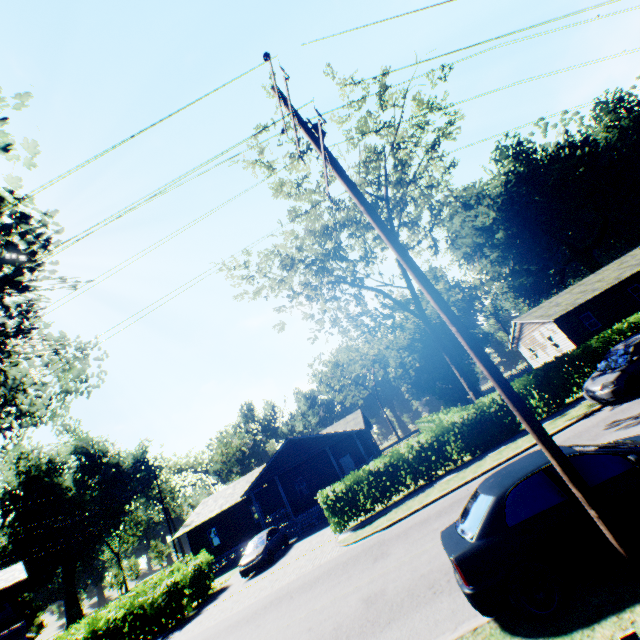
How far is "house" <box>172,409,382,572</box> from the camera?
26.5m

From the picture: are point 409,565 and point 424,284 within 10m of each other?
yes

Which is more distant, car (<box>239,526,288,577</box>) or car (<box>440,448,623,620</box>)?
car (<box>239,526,288,577</box>)

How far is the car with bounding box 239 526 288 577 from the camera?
19.0 meters

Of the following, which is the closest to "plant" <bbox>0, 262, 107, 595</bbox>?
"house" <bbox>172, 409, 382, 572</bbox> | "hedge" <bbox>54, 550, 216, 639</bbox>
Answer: "hedge" <bbox>54, 550, 216, 639</bbox>

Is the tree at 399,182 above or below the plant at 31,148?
below

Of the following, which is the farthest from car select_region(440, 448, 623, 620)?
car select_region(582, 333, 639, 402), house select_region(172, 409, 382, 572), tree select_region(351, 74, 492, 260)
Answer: house select_region(172, 409, 382, 572)

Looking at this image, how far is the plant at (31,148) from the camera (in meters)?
9.78
